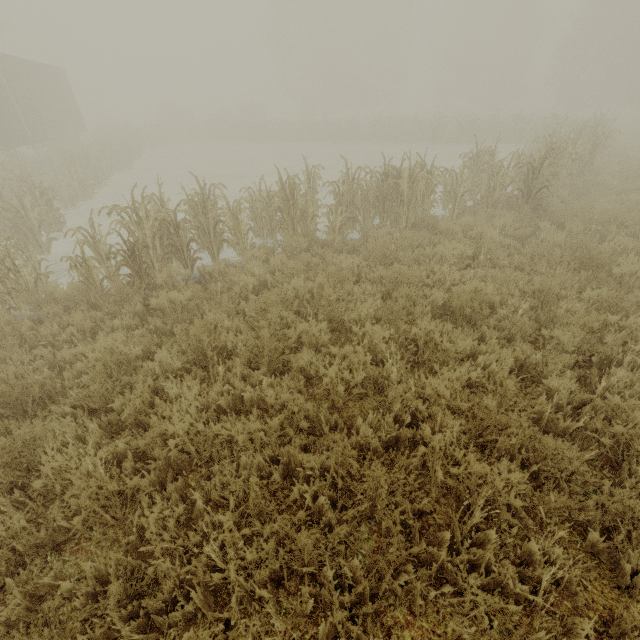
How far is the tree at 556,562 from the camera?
2.2m

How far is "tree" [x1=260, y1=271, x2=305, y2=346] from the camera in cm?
441

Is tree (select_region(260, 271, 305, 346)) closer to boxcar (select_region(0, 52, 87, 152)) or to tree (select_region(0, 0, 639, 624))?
tree (select_region(0, 0, 639, 624))

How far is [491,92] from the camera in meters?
40.8

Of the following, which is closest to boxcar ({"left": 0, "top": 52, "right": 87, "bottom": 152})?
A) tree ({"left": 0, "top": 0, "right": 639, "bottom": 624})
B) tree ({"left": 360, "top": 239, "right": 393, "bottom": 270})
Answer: tree ({"left": 360, "top": 239, "right": 393, "bottom": 270})

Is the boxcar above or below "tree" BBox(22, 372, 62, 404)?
above

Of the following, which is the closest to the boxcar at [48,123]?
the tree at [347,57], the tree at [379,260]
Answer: the tree at [379,260]
